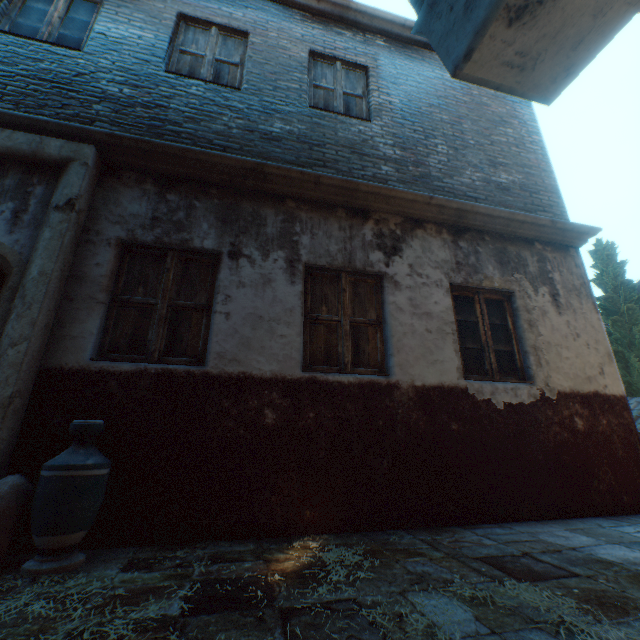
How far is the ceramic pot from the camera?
2.11m

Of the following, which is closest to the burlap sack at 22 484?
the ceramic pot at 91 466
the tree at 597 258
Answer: the ceramic pot at 91 466

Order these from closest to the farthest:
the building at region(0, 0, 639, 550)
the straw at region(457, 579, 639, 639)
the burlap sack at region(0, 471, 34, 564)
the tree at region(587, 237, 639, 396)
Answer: the straw at region(457, 579, 639, 639) < the burlap sack at region(0, 471, 34, 564) < the building at region(0, 0, 639, 550) < the tree at region(587, 237, 639, 396)

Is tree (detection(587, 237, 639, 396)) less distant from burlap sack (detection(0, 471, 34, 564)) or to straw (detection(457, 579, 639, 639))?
straw (detection(457, 579, 639, 639))

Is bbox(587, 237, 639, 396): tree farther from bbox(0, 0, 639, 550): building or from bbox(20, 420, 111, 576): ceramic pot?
bbox(20, 420, 111, 576): ceramic pot

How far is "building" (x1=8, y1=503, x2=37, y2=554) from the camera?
2.41m

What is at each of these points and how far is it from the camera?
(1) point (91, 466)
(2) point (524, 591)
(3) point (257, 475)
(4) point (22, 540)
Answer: (1) ceramic pot, 2.3 meters
(2) straw, 1.8 meters
(3) building, 3.0 meters
(4) building, 2.4 meters

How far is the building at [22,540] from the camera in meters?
2.4
